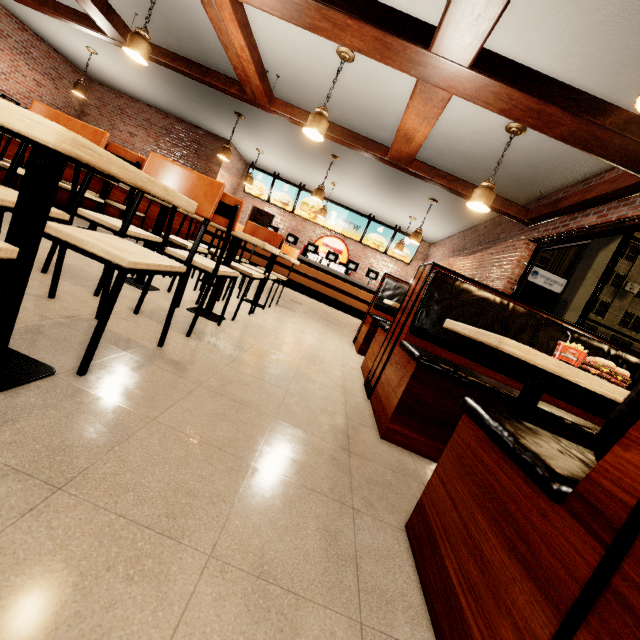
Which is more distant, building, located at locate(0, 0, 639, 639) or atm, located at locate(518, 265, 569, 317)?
atm, located at locate(518, 265, 569, 317)

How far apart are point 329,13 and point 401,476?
3.8m

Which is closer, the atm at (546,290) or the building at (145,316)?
the building at (145,316)

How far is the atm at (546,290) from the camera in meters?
5.9 m

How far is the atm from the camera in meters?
5.9
